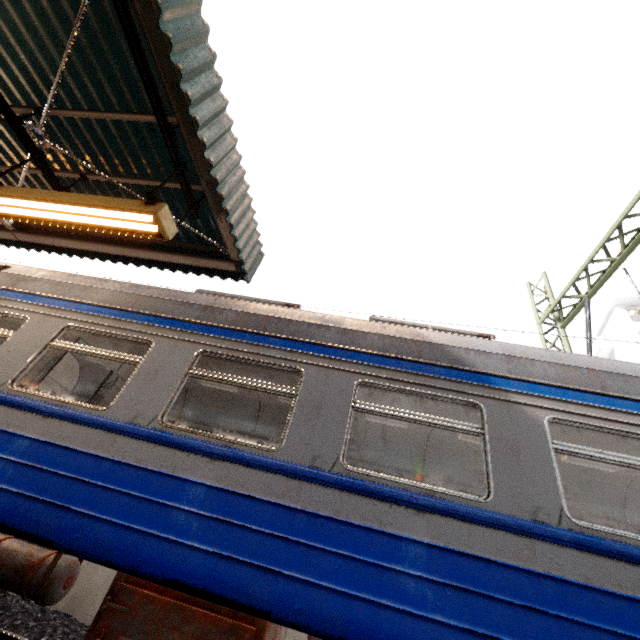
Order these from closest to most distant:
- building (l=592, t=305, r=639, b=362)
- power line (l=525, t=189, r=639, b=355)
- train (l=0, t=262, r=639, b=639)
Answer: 1. train (l=0, t=262, r=639, b=639)
2. power line (l=525, t=189, r=639, b=355)
3. building (l=592, t=305, r=639, b=362)

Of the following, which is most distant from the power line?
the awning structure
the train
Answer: the awning structure

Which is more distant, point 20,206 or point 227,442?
point 20,206

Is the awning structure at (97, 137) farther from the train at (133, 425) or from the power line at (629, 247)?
the power line at (629, 247)

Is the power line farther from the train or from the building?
the building

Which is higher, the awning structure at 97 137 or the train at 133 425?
the awning structure at 97 137

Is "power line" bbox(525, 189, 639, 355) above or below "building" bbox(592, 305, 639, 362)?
below

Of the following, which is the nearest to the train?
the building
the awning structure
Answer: the awning structure
